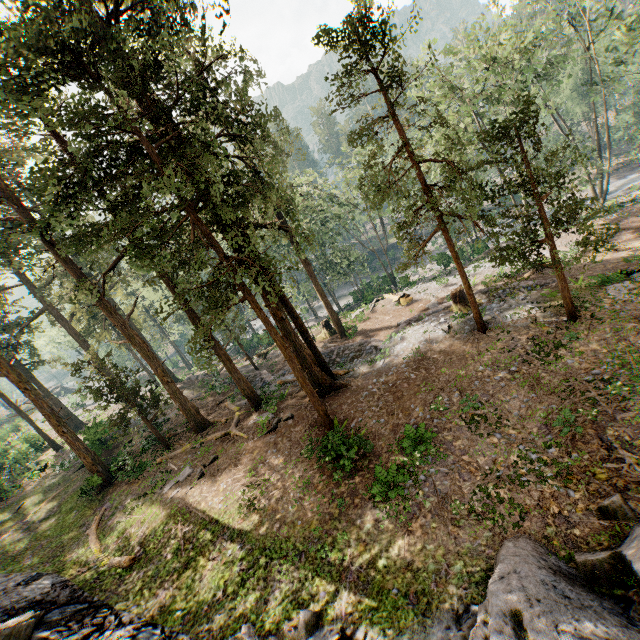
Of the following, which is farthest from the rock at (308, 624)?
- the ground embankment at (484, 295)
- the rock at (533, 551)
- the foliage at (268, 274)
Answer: the ground embankment at (484, 295)

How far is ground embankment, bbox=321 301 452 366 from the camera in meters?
23.1

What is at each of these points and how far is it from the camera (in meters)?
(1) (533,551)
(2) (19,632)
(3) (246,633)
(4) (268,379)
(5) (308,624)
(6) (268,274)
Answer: (1) rock, 7.70
(2) rock, 10.70
(3) rock, 9.03
(4) ground embankment, 27.25
(5) rock, 8.40
(6) foliage, 19.00

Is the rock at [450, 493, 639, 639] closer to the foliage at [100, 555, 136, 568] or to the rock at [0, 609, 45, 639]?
the rock at [0, 609, 45, 639]

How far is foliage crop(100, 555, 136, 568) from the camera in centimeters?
1445cm

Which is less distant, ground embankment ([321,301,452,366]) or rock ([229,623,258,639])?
rock ([229,623,258,639])

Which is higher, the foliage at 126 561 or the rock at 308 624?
the rock at 308 624
